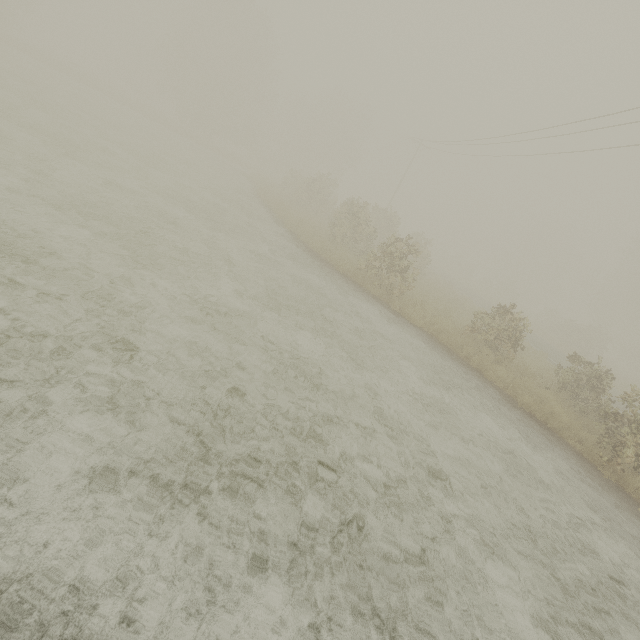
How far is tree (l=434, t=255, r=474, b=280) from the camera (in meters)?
53.81

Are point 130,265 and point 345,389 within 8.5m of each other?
yes

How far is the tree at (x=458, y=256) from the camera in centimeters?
5381cm
